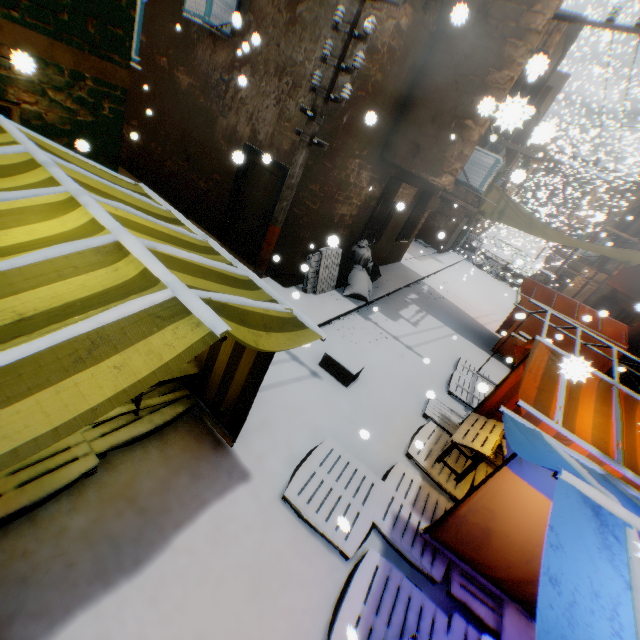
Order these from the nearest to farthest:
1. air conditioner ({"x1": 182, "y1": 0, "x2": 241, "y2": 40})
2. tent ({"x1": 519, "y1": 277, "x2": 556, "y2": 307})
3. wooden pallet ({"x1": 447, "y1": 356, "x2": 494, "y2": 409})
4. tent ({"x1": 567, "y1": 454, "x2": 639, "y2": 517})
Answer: tent ({"x1": 567, "y1": 454, "x2": 639, "y2": 517})
air conditioner ({"x1": 182, "y1": 0, "x2": 241, "y2": 40})
wooden pallet ({"x1": 447, "y1": 356, "x2": 494, "y2": 409})
tent ({"x1": 519, "y1": 277, "x2": 556, "y2": 307})

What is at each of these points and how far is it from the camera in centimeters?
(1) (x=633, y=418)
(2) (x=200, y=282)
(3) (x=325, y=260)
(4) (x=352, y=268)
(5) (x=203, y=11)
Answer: (1) tent, 382cm
(2) tent, 242cm
(3) wooden pallet, 844cm
(4) trash bag, 948cm
(5) air conditioner, 671cm

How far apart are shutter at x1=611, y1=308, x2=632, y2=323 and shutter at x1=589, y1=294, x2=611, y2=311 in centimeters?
208cm

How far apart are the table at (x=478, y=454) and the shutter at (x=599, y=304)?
15.3m

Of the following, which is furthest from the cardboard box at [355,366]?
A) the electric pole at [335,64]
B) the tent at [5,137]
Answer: the electric pole at [335,64]

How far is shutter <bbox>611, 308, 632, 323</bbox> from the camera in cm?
1324

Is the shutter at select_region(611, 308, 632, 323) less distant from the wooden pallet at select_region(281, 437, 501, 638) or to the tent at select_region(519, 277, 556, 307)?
the tent at select_region(519, 277, 556, 307)

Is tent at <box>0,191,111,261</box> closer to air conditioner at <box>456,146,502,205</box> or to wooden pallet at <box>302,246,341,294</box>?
air conditioner at <box>456,146,502,205</box>
